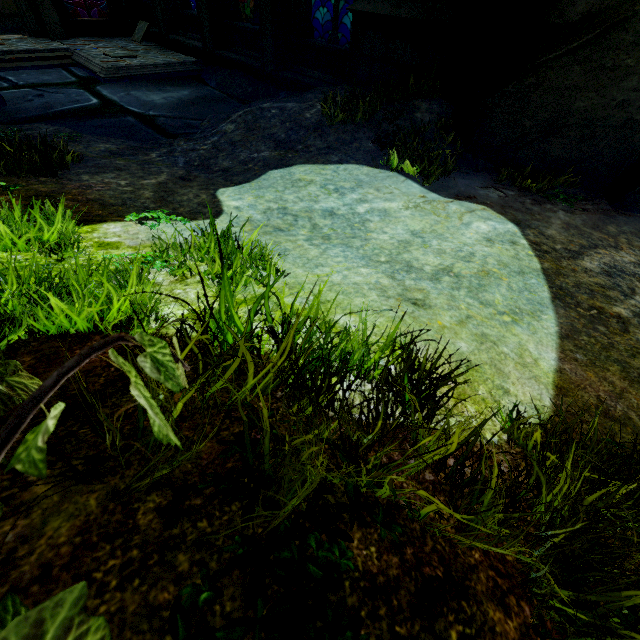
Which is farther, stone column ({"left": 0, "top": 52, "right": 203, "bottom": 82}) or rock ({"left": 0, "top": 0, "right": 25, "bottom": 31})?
rock ({"left": 0, "top": 0, "right": 25, "bottom": 31})

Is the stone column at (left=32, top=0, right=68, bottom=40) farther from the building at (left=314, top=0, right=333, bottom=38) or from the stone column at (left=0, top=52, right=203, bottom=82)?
the building at (left=314, top=0, right=333, bottom=38)

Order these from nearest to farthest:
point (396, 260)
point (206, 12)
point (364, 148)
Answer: point (396, 260) → point (364, 148) → point (206, 12)

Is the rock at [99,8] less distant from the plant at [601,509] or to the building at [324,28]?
the building at [324,28]

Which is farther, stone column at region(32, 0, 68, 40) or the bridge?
stone column at region(32, 0, 68, 40)

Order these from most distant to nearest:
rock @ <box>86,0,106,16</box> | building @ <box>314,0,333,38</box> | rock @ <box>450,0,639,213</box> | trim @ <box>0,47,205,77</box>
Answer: building @ <box>314,0,333,38</box>
rock @ <box>86,0,106,16</box>
trim @ <box>0,47,205,77</box>
rock @ <box>450,0,639,213</box>

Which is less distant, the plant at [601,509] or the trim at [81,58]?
the plant at [601,509]

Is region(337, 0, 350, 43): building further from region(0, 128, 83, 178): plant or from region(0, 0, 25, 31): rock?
region(0, 128, 83, 178): plant
